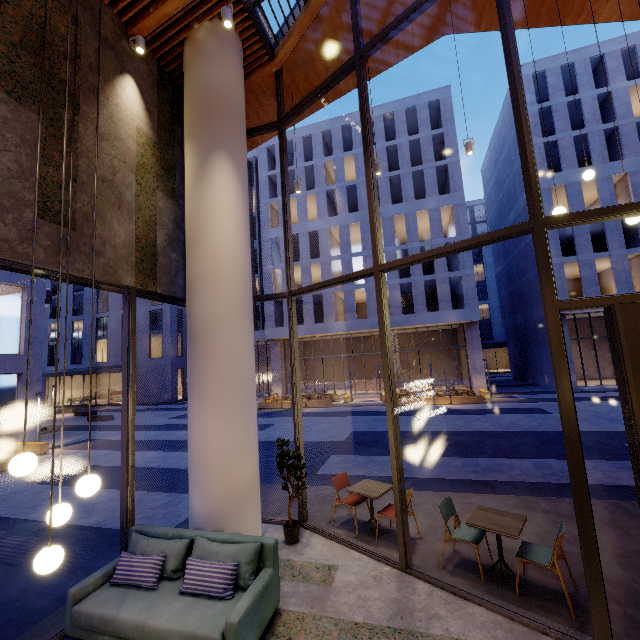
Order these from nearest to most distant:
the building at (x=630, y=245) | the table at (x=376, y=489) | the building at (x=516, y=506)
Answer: the building at (x=516, y=506) < the table at (x=376, y=489) < the building at (x=630, y=245)

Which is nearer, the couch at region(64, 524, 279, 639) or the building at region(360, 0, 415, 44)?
the couch at region(64, 524, 279, 639)

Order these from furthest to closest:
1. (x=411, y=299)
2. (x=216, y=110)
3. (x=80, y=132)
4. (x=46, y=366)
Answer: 1. (x=46, y=366)
2. (x=411, y=299)
3. (x=216, y=110)
4. (x=80, y=132)

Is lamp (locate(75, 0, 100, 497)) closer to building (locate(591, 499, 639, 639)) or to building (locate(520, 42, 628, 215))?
building (locate(591, 499, 639, 639))

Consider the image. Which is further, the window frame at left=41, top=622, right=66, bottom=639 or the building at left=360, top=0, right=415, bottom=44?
the building at left=360, top=0, right=415, bottom=44

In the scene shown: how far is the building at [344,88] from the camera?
8.7m

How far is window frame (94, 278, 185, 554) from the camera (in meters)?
4.95

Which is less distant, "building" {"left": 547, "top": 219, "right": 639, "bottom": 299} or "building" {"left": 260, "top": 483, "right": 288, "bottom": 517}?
"building" {"left": 260, "top": 483, "right": 288, "bottom": 517}
